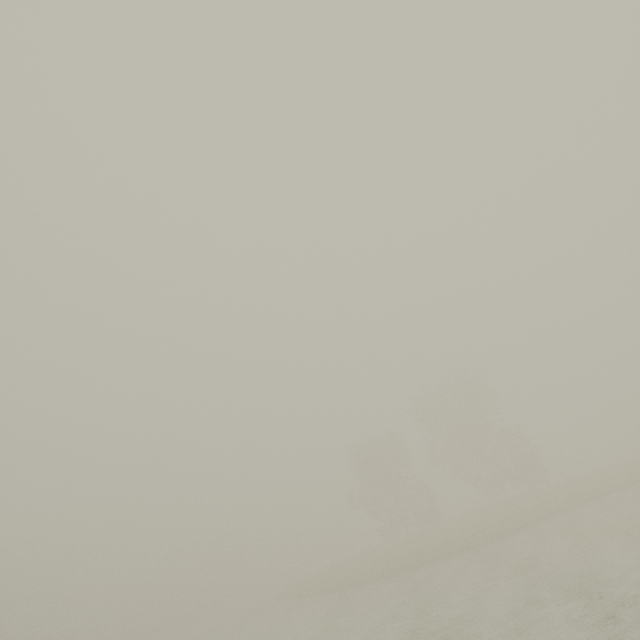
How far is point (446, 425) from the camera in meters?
41.5 m
